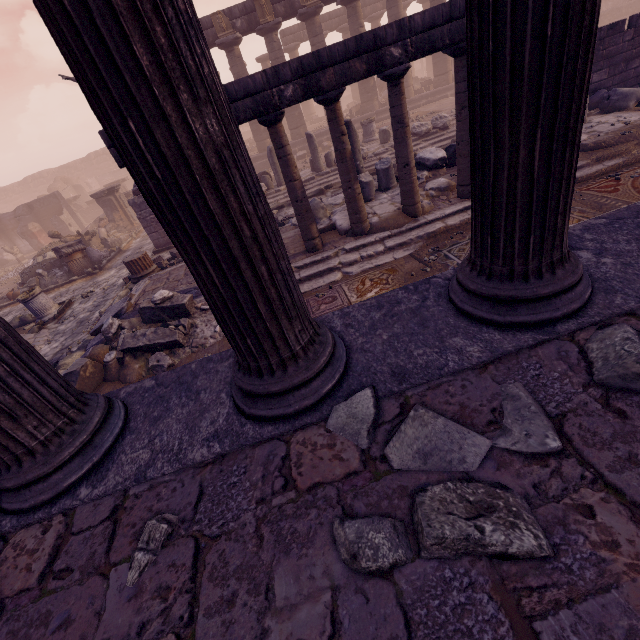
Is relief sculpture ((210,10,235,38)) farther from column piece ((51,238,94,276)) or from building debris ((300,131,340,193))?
column piece ((51,238,94,276))

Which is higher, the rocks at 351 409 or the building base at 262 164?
the rocks at 351 409

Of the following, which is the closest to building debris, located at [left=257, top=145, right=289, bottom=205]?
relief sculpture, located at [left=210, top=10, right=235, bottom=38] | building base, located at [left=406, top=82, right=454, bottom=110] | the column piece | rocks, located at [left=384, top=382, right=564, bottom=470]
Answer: building base, located at [left=406, top=82, right=454, bottom=110]

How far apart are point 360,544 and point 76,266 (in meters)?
15.13

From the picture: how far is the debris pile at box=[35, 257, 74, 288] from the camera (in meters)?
12.51

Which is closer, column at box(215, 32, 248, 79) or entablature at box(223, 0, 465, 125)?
entablature at box(223, 0, 465, 125)

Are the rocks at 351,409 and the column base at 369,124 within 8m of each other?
no

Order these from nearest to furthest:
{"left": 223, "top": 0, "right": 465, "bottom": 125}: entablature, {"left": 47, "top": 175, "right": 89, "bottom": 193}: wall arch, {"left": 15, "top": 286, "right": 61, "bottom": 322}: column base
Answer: {"left": 223, "top": 0, "right": 465, "bottom": 125}: entablature → {"left": 15, "top": 286, "right": 61, "bottom": 322}: column base → {"left": 47, "top": 175, "right": 89, "bottom": 193}: wall arch
